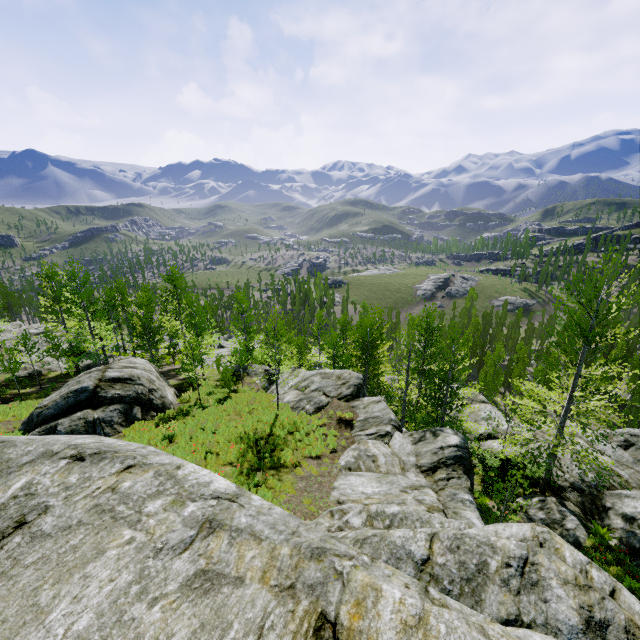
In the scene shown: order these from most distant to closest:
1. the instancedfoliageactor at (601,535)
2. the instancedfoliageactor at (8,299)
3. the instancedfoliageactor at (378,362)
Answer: the instancedfoliageactor at (8,299) → the instancedfoliageactor at (378,362) → the instancedfoliageactor at (601,535)

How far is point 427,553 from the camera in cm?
589

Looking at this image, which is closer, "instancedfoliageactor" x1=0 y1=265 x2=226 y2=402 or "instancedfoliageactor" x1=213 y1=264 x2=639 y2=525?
"instancedfoliageactor" x1=213 y1=264 x2=639 y2=525

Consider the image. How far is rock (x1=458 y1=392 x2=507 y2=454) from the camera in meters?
19.4

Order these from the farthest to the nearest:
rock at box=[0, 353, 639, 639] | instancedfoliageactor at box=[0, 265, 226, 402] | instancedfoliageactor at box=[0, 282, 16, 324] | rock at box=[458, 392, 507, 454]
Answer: instancedfoliageactor at box=[0, 282, 16, 324] → instancedfoliageactor at box=[0, 265, 226, 402] → rock at box=[458, 392, 507, 454] → rock at box=[0, 353, 639, 639]

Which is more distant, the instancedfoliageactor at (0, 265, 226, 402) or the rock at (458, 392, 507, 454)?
the instancedfoliageactor at (0, 265, 226, 402)

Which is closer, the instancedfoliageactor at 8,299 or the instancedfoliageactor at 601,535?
the instancedfoliageactor at 601,535
